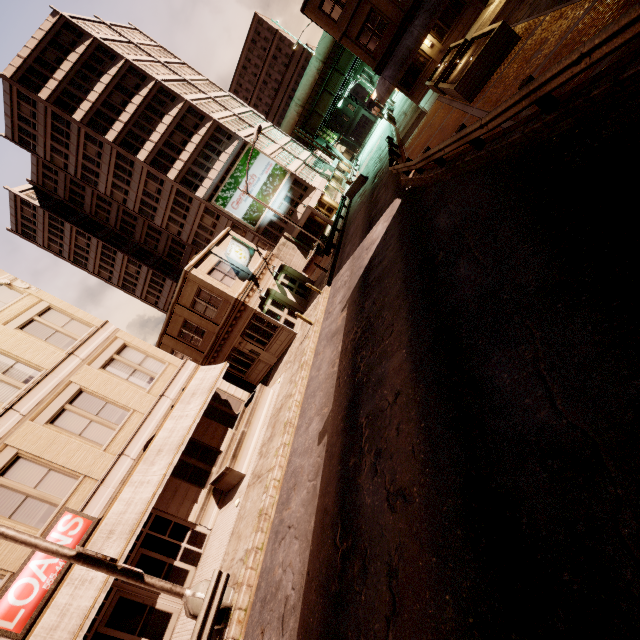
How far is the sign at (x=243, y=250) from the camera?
22.5 meters

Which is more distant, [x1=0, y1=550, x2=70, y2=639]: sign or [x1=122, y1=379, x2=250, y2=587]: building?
[x1=122, y1=379, x2=250, y2=587]: building

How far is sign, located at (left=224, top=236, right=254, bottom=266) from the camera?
22.5m

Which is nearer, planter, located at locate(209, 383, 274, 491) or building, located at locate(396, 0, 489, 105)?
planter, located at locate(209, 383, 274, 491)

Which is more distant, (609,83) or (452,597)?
(609,83)

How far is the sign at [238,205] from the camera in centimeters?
3947cm

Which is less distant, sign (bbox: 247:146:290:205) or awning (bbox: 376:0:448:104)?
awning (bbox: 376:0:448:104)

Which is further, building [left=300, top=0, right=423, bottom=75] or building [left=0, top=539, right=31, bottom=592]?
building [left=300, top=0, right=423, bottom=75]
